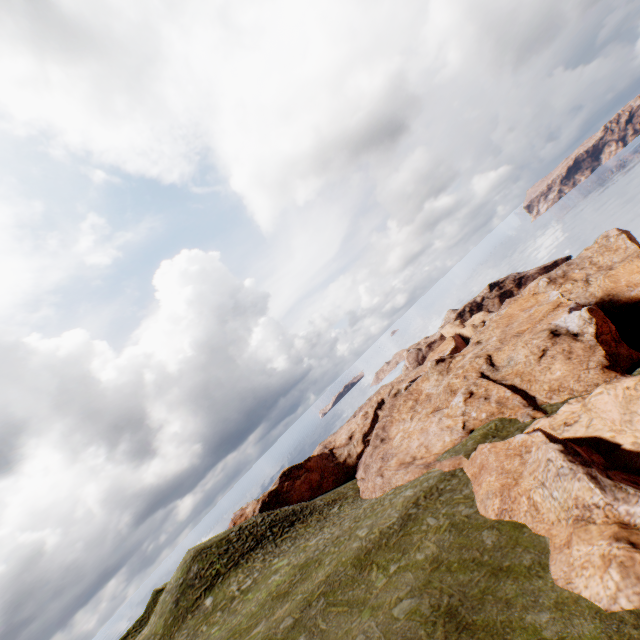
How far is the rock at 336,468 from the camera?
51.1m

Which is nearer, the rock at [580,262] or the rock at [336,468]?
the rock at [580,262]

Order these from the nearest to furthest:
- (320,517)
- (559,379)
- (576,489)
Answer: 1. (576,489)
2. (559,379)
3. (320,517)

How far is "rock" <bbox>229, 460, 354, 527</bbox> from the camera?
51.06m

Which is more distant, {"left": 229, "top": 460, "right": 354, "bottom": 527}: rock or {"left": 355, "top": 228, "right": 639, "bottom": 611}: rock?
{"left": 229, "top": 460, "right": 354, "bottom": 527}: rock
